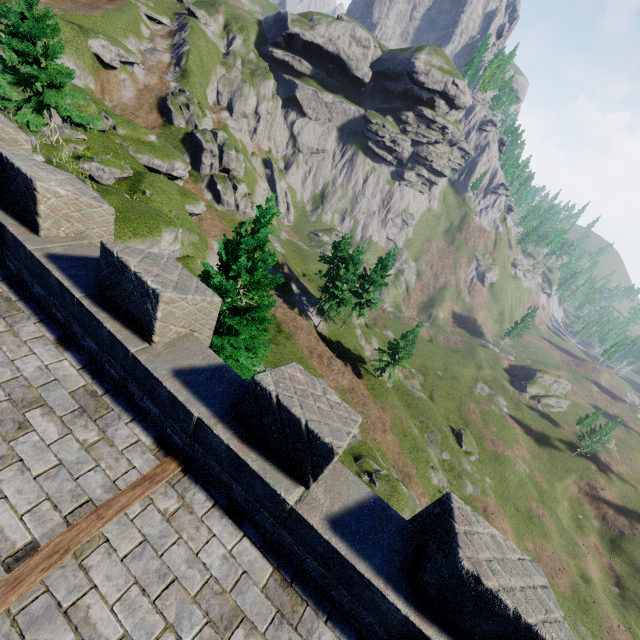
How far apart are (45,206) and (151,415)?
3.8 meters

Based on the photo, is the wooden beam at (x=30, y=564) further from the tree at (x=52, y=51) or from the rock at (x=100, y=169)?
the rock at (x=100, y=169)

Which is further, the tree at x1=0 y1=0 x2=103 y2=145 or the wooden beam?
the tree at x1=0 y1=0 x2=103 y2=145

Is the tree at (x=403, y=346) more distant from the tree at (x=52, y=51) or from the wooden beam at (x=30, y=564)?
the wooden beam at (x=30, y=564)

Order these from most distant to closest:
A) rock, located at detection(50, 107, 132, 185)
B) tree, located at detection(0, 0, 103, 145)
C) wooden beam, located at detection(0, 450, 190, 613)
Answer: rock, located at detection(50, 107, 132, 185) → tree, located at detection(0, 0, 103, 145) → wooden beam, located at detection(0, 450, 190, 613)

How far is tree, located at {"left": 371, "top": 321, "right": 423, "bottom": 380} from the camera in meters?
39.0 m

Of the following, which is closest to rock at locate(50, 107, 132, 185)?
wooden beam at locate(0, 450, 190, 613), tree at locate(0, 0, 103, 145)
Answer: tree at locate(0, 0, 103, 145)

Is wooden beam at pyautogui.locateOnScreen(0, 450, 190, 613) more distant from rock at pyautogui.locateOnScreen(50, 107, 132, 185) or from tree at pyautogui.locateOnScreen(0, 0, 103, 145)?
rock at pyautogui.locateOnScreen(50, 107, 132, 185)
